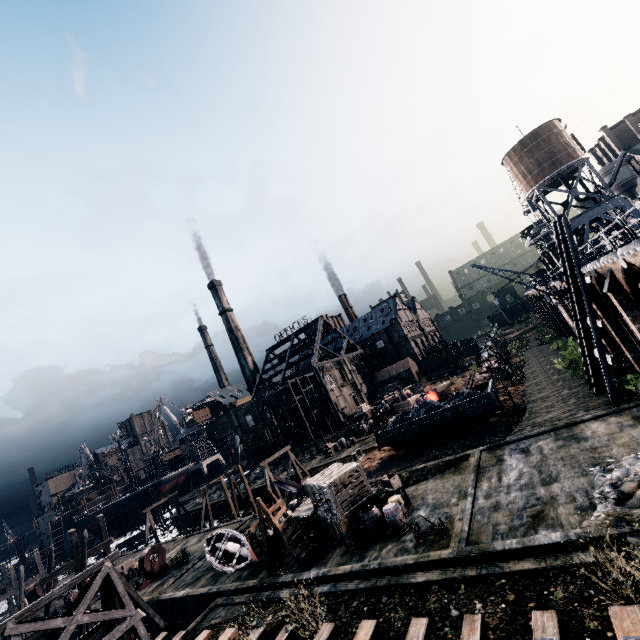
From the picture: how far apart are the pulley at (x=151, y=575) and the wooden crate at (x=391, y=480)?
23.1 meters

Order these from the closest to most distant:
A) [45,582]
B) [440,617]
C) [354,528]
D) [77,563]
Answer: [440,617] → [354,528] → [45,582] → [77,563]

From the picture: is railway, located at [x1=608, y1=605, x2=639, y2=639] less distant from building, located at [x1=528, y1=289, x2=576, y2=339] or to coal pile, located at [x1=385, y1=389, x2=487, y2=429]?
building, located at [x1=528, y1=289, x2=576, y2=339]

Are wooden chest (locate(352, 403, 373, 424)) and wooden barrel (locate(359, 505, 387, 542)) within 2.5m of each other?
no

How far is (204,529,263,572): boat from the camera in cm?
2028

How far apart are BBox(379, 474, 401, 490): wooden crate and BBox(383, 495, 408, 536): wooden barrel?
1.86m

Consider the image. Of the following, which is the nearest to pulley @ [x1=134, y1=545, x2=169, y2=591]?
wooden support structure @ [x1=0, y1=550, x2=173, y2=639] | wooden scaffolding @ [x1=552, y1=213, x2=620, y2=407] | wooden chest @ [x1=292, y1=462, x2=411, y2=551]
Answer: wooden support structure @ [x1=0, y1=550, x2=173, y2=639]

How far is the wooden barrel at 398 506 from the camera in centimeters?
1622cm
